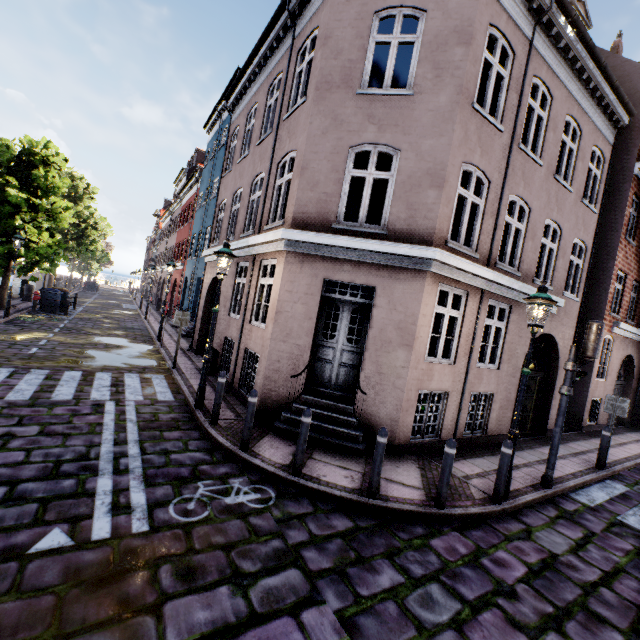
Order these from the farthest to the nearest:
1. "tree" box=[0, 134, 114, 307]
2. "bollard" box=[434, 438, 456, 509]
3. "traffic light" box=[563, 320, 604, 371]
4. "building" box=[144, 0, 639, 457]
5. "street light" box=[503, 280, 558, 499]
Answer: "tree" box=[0, 134, 114, 307] < "building" box=[144, 0, 639, 457] < "traffic light" box=[563, 320, 604, 371] < "street light" box=[503, 280, 558, 499] < "bollard" box=[434, 438, 456, 509]

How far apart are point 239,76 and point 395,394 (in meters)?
12.86

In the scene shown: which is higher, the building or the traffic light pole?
the building

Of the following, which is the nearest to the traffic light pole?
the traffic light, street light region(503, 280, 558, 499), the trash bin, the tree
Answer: the traffic light

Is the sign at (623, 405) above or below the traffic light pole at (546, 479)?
above

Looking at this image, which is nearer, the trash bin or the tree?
the tree

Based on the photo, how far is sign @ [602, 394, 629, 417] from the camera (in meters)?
8.43

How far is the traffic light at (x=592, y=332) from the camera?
6.22m
